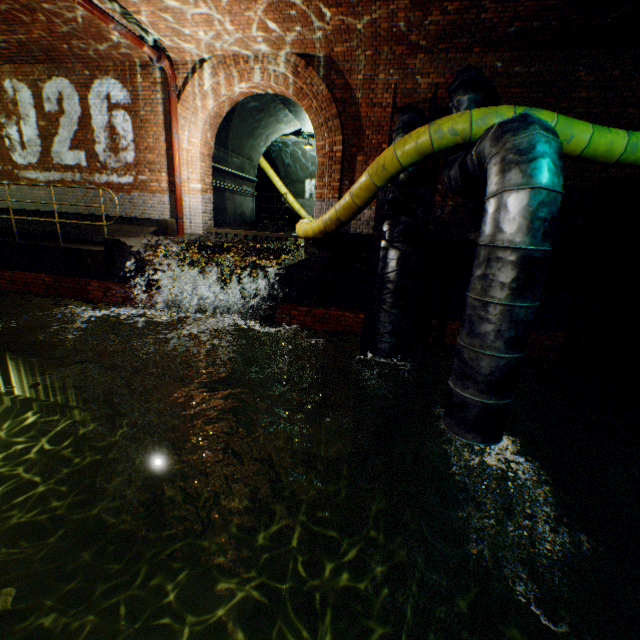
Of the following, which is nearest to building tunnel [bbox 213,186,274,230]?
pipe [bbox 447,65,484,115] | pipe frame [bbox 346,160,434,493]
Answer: pipe frame [bbox 346,160,434,493]

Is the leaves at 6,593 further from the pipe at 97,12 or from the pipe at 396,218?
the pipe at 97,12

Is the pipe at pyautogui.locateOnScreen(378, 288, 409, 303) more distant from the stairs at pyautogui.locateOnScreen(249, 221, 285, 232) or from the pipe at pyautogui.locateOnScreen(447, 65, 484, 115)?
the stairs at pyautogui.locateOnScreen(249, 221, 285, 232)

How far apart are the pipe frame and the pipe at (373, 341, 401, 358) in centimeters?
4cm

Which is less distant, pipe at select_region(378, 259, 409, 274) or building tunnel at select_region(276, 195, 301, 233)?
pipe at select_region(378, 259, 409, 274)

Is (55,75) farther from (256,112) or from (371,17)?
(371,17)

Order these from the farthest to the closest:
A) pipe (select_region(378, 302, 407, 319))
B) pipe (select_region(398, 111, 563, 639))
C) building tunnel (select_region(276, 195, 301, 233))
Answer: building tunnel (select_region(276, 195, 301, 233))
pipe (select_region(378, 302, 407, 319))
pipe (select_region(398, 111, 563, 639))

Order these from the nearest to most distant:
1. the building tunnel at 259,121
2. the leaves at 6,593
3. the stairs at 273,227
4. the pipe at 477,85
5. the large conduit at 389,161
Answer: the leaves at 6,593 < the large conduit at 389,161 < the pipe at 477,85 < the building tunnel at 259,121 < the stairs at 273,227
